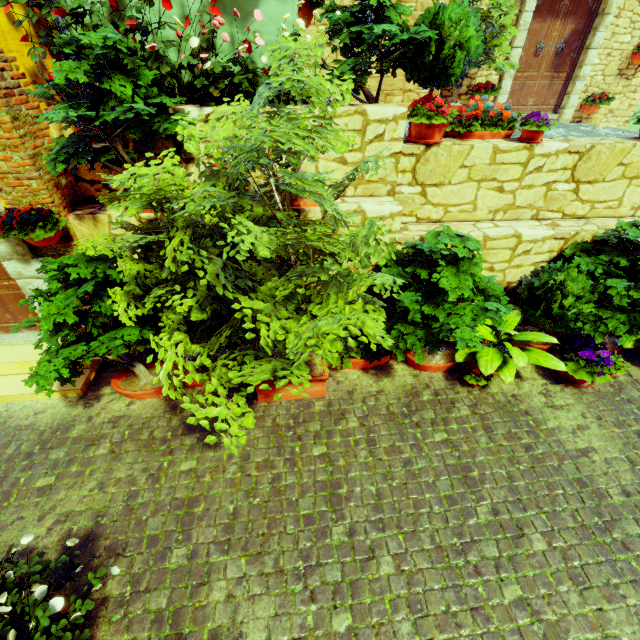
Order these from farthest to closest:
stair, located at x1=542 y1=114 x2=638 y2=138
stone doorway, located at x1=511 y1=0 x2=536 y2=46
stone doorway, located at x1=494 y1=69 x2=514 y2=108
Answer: stone doorway, located at x1=494 y1=69 x2=514 y2=108
stone doorway, located at x1=511 y1=0 x2=536 y2=46
stair, located at x1=542 y1=114 x2=638 y2=138

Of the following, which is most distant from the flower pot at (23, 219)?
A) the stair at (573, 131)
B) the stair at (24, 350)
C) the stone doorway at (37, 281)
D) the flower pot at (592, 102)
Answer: the flower pot at (592, 102)

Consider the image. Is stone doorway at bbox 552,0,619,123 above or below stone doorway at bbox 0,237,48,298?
above

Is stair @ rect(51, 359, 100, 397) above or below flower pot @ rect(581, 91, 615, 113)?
below

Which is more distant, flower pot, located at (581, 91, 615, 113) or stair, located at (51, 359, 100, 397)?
flower pot, located at (581, 91, 615, 113)

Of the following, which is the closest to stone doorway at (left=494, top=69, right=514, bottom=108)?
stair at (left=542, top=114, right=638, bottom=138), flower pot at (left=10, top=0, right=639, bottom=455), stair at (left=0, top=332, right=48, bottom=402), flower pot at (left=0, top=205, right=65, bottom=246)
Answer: stair at (left=542, top=114, right=638, bottom=138)

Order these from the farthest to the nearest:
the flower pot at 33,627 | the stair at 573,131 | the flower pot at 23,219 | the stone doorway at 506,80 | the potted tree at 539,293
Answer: the stone doorway at 506,80 → the stair at 573,131 → the potted tree at 539,293 → the flower pot at 23,219 → the flower pot at 33,627

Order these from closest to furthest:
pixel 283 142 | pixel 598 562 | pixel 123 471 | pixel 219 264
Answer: pixel 283 142 < pixel 219 264 < pixel 598 562 < pixel 123 471
